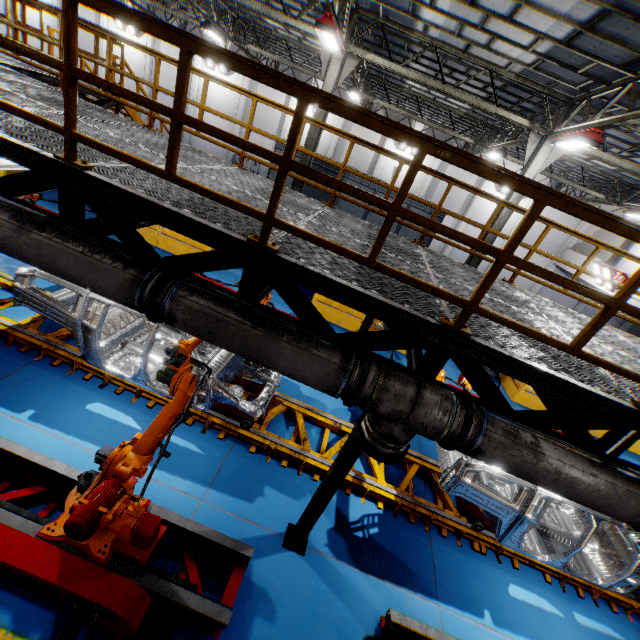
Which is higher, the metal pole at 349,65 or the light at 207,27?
the light at 207,27

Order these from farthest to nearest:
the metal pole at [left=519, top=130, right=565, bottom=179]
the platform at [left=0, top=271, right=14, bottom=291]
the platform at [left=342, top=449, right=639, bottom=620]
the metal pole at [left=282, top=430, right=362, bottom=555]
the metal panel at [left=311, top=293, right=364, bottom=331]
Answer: the metal panel at [left=311, top=293, right=364, bottom=331] → the metal pole at [left=519, top=130, right=565, bottom=179] → the platform at [left=0, top=271, right=14, bottom=291] → the platform at [left=342, top=449, right=639, bottom=620] → the metal pole at [left=282, top=430, right=362, bottom=555]

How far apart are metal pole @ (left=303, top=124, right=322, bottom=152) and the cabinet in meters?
15.2

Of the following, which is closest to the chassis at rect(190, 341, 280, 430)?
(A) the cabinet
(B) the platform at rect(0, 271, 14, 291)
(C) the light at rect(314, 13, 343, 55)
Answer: (B) the platform at rect(0, 271, 14, 291)

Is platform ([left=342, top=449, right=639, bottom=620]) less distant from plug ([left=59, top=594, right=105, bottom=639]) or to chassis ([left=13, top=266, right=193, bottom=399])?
chassis ([left=13, top=266, right=193, bottom=399])

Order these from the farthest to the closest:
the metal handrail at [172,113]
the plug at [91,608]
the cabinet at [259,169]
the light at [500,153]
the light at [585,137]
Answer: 1. the cabinet at [259,169]
2. the light at [500,153]
3. the light at [585,137]
4. the plug at [91,608]
5. the metal handrail at [172,113]

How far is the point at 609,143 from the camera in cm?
1262

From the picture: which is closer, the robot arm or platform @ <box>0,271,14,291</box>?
the robot arm
